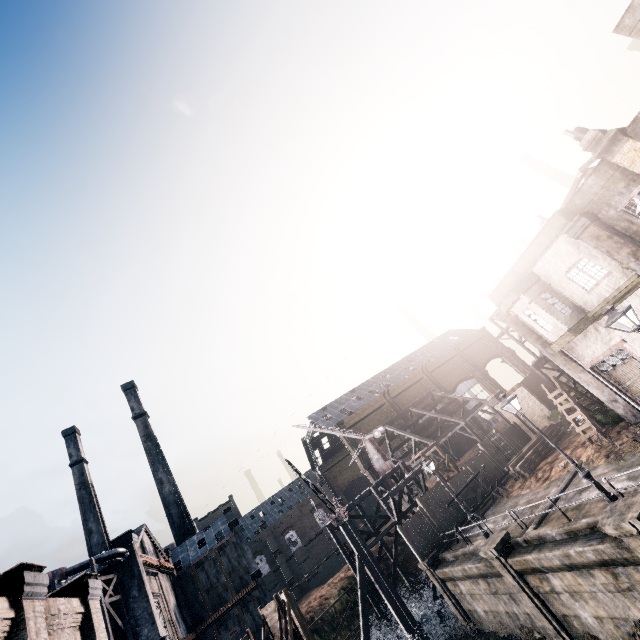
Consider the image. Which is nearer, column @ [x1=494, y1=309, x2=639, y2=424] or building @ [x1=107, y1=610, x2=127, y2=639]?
column @ [x1=494, y1=309, x2=639, y2=424]

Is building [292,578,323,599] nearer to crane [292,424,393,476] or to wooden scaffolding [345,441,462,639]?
wooden scaffolding [345,441,462,639]

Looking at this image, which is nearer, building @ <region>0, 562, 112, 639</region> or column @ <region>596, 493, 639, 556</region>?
building @ <region>0, 562, 112, 639</region>

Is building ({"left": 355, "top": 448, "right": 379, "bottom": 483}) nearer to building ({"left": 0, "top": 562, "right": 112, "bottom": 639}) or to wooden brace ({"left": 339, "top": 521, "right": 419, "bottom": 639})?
wooden brace ({"left": 339, "top": 521, "right": 419, "bottom": 639})

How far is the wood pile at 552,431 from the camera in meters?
27.1

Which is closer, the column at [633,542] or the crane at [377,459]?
the column at [633,542]

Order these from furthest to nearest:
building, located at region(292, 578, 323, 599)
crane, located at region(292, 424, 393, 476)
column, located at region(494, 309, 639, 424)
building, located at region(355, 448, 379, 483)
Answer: building, located at region(292, 578, 323, 599), building, located at region(355, 448, 379, 483), crane, located at region(292, 424, 393, 476), column, located at region(494, 309, 639, 424)

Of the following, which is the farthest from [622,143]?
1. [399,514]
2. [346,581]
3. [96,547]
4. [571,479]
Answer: [96,547]
